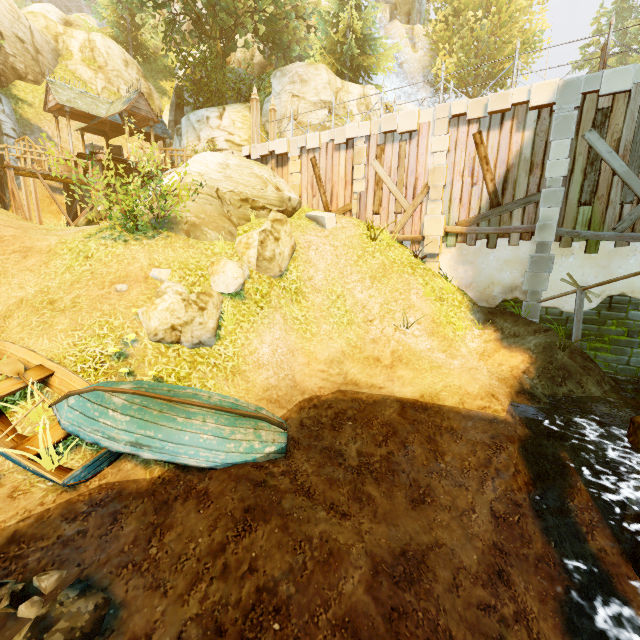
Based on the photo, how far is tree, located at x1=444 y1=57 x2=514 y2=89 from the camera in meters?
31.0 m

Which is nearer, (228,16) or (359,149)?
(359,149)

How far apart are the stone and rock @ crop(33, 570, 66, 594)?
11.7 meters

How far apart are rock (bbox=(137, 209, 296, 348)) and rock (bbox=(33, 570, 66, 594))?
6.3m

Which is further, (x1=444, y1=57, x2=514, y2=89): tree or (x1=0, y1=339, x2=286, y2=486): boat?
(x1=444, y1=57, x2=514, y2=89): tree

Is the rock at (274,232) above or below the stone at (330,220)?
below

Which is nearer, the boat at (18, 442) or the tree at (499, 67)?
the boat at (18, 442)

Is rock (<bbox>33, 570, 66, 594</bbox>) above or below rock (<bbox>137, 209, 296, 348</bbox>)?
below
